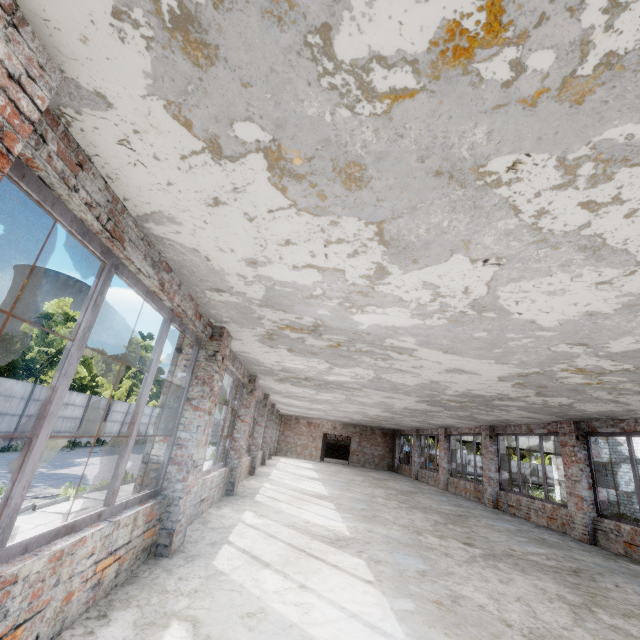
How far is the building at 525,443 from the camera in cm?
2908

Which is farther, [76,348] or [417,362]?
[417,362]

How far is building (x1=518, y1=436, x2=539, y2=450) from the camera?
29.1 meters
